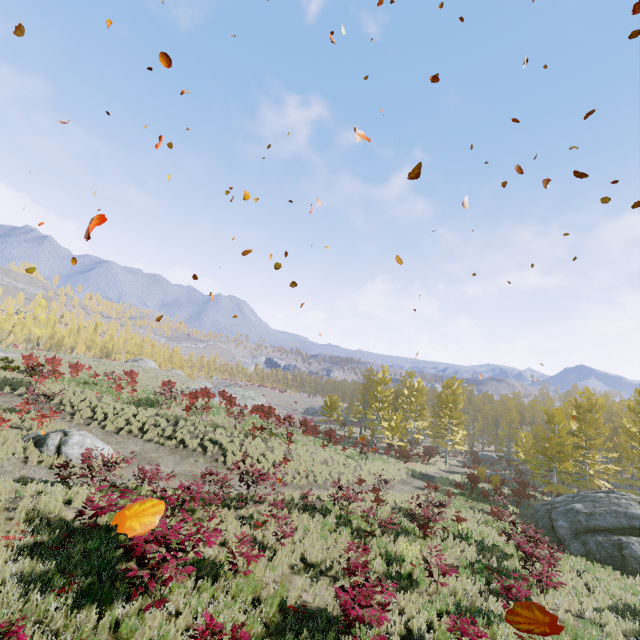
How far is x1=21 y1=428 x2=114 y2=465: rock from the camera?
13.8m

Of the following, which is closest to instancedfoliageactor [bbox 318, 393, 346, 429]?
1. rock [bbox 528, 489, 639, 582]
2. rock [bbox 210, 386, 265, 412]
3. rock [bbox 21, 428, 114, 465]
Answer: rock [bbox 528, 489, 639, 582]

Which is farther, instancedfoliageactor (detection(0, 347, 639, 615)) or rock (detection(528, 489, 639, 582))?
rock (detection(528, 489, 639, 582))

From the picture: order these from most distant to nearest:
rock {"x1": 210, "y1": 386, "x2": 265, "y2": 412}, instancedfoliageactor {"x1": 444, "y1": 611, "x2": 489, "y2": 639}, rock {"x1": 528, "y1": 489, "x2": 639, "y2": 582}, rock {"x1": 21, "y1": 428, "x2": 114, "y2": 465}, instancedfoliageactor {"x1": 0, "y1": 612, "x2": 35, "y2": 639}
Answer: rock {"x1": 210, "y1": 386, "x2": 265, "y2": 412}, rock {"x1": 528, "y1": 489, "x2": 639, "y2": 582}, rock {"x1": 21, "y1": 428, "x2": 114, "y2": 465}, instancedfoliageactor {"x1": 444, "y1": 611, "x2": 489, "y2": 639}, instancedfoliageactor {"x1": 0, "y1": 612, "x2": 35, "y2": 639}

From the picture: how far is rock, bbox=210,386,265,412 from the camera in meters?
41.9 m

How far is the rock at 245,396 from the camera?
41.9 meters

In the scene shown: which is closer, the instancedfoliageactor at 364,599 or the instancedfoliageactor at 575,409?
the instancedfoliageactor at 364,599

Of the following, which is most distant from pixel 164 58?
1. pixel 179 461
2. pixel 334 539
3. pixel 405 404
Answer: pixel 405 404
